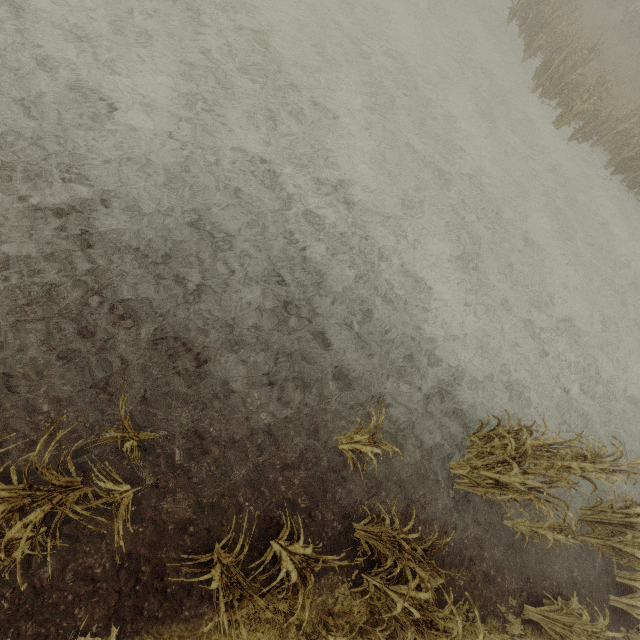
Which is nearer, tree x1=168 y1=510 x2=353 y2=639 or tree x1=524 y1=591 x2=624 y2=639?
tree x1=168 y1=510 x2=353 y2=639

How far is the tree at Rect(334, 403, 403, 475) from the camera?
4.09m

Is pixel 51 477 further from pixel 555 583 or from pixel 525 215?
pixel 525 215

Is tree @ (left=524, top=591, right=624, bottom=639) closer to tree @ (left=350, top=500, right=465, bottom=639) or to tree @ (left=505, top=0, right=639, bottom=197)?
tree @ (left=350, top=500, right=465, bottom=639)

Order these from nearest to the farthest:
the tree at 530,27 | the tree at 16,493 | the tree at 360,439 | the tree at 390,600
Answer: the tree at 16,493
the tree at 390,600
the tree at 360,439
the tree at 530,27

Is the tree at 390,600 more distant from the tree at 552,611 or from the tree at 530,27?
the tree at 530,27

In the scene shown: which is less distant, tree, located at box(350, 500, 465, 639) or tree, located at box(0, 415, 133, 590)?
tree, located at box(0, 415, 133, 590)

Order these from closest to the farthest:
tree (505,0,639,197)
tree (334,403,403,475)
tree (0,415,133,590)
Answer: tree (0,415,133,590)
tree (334,403,403,475)
tree (505,0,639,197)
